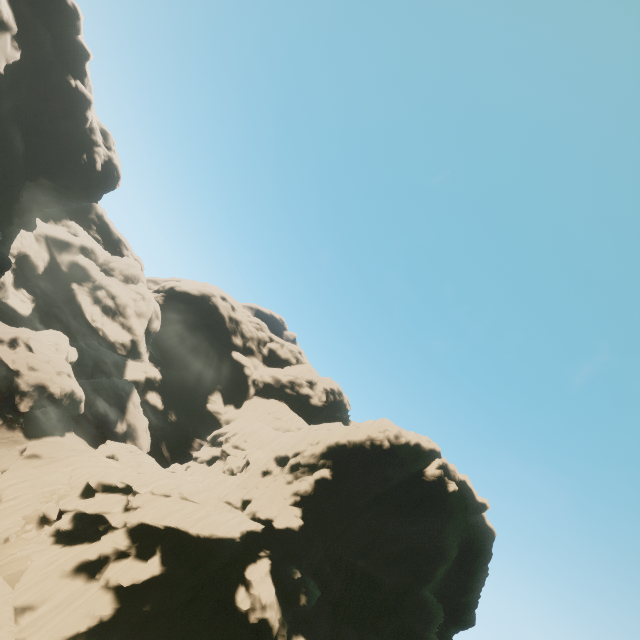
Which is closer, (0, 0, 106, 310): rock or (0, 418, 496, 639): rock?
(0, 418, 496, 639): rock

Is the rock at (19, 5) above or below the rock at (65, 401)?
above

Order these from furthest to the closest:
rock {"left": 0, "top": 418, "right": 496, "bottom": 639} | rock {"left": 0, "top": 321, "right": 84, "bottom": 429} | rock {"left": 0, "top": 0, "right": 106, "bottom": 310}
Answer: rock {"left": 0, "top": 321, "right": 84, "bottom": 429}, rock {"left": 0, "top": 0, "right": 106, "bottom": 310}, rock {"left": 0, "top": 418, "right": 496, "bottom": 639}

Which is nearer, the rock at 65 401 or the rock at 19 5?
the rock at 19 5

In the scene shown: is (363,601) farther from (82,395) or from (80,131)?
(80,131)

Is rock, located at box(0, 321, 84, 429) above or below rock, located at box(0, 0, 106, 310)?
below
